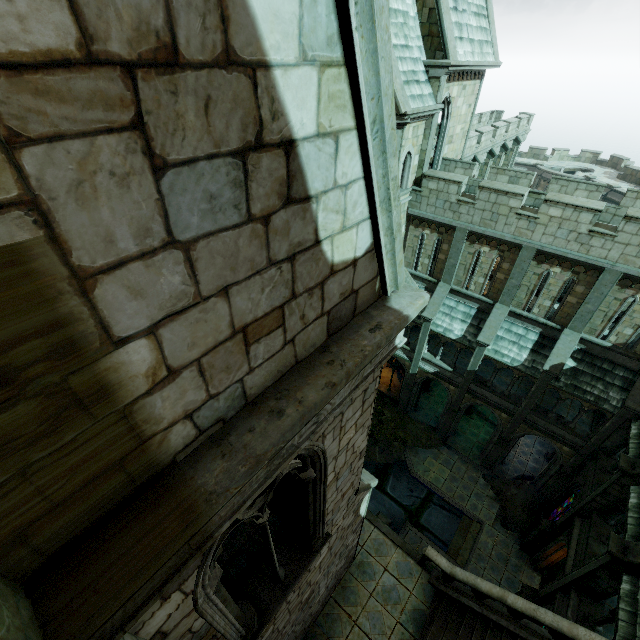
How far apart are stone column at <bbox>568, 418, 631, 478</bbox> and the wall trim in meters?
6.9 m

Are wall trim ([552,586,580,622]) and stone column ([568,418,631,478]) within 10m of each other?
yes

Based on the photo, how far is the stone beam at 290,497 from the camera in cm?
777

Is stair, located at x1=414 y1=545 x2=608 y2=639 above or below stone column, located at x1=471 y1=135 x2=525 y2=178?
below

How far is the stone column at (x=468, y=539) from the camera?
17.7m

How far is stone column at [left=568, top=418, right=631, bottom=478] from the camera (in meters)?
14.53

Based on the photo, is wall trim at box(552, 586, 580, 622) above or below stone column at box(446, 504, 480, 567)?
above

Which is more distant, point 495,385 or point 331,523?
point 495,385
